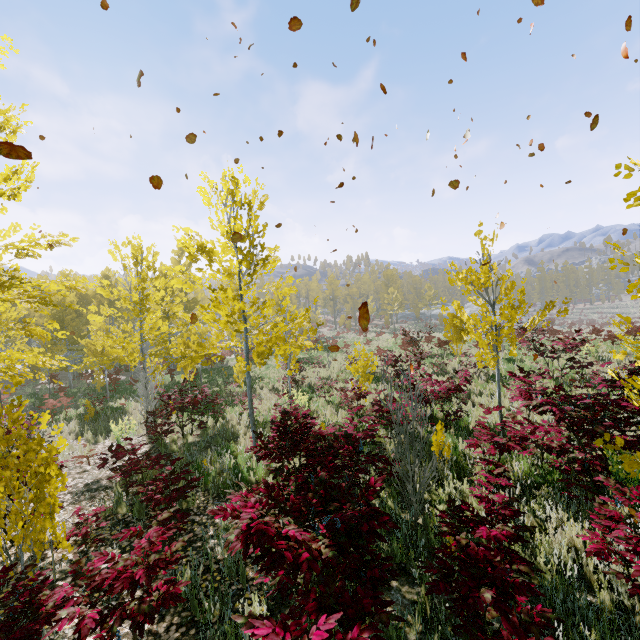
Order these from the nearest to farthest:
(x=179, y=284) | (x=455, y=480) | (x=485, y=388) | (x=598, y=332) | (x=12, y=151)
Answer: (x=12, y=151) < (x=455, y=480) < (x=485, y=388) < (x=598, y=332) < (x=179, y=284)

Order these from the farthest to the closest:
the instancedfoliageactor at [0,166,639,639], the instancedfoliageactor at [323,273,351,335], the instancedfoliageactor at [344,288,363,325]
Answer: the instancedfoliageactor at [344,288,363,325]
the instancedfoliageactor at [323,273,351,335]
the instancedfoliageactor at [0,166,639,639]

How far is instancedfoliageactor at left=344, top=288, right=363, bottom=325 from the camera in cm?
5688

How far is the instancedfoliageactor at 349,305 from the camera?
56.9m

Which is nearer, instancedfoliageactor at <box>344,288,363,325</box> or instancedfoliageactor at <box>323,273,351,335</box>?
instancedfoliageactor at <box>323,273,351,335</box>
